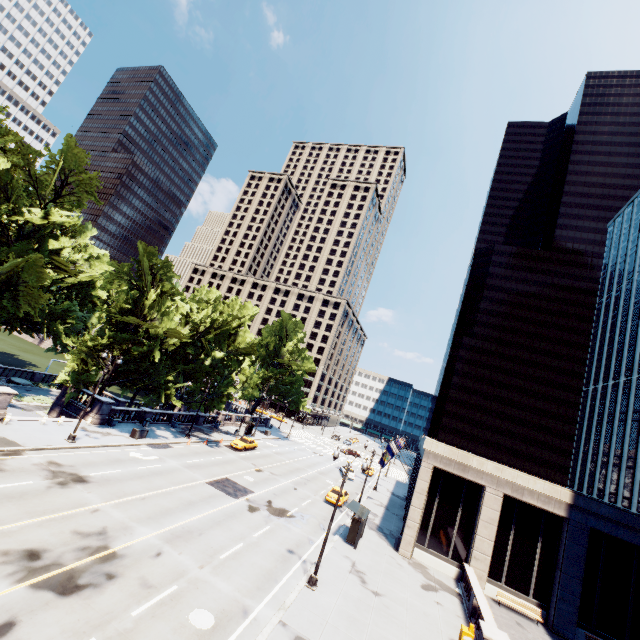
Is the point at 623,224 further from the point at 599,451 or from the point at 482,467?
the point at 482,467

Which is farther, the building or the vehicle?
the vehicle

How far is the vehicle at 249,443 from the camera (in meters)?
42.44

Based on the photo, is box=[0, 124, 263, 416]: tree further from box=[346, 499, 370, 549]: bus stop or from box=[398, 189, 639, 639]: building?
box=[398, 189, 639, 639]: building

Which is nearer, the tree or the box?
the box

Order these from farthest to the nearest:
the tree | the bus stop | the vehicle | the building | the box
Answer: the vehicle < the tree < the bus stop < the building < the box

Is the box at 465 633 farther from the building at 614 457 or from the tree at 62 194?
the tree at 62 194

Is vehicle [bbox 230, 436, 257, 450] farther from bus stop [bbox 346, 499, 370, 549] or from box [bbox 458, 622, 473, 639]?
box [bbox 458, 622, 473, 639]
